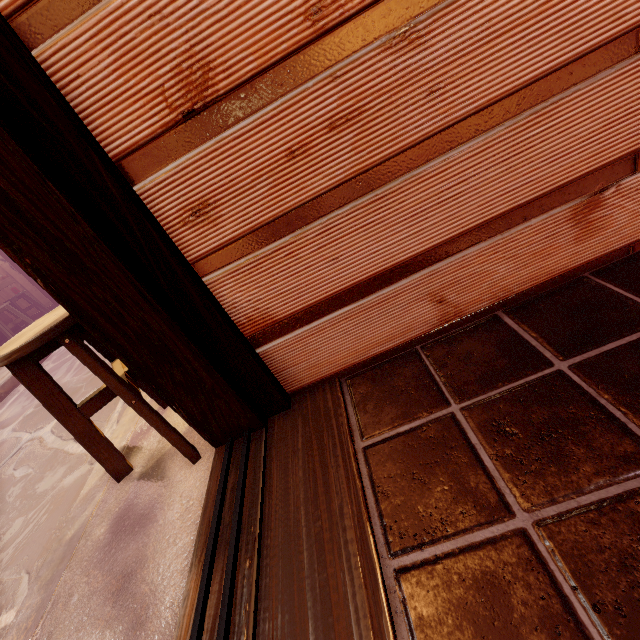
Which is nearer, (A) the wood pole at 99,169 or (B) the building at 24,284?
(A) the wood pole at 99,169

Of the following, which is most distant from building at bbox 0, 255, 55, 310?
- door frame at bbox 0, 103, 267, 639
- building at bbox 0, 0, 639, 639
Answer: building at bbox 0, 0, 639, 639

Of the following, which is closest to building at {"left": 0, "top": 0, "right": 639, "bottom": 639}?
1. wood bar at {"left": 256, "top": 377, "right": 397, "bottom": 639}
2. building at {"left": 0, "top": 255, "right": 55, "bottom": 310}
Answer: wood bar at {"left": 256, "top": 377, "right": 397, "bottom": 639}

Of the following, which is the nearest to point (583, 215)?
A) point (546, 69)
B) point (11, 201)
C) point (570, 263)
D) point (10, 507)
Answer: point (570, 263)

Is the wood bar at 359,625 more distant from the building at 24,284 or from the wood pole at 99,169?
the building at 24,284

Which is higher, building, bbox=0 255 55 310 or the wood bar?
building, bbox=0 255 55 310

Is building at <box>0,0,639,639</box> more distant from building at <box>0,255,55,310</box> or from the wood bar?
building at <box>0,255,55,310</box>

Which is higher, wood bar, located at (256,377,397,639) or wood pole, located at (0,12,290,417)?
wood pole, located at (0,12,290,417)
